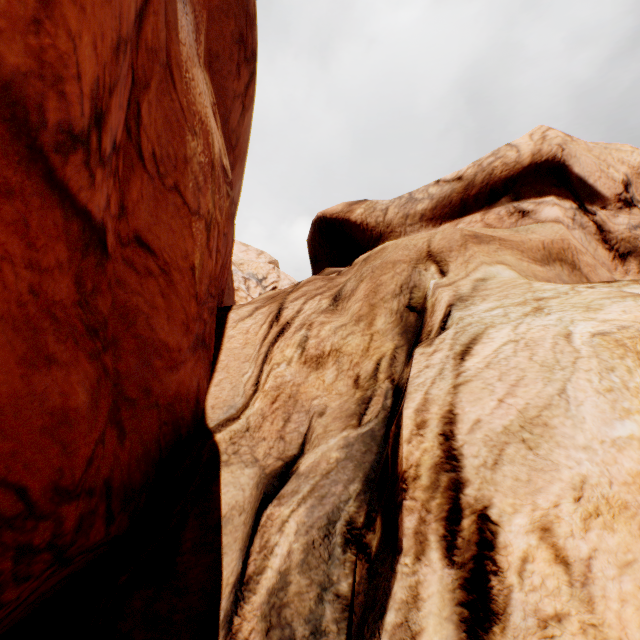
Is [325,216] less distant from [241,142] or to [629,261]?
[241,142]
